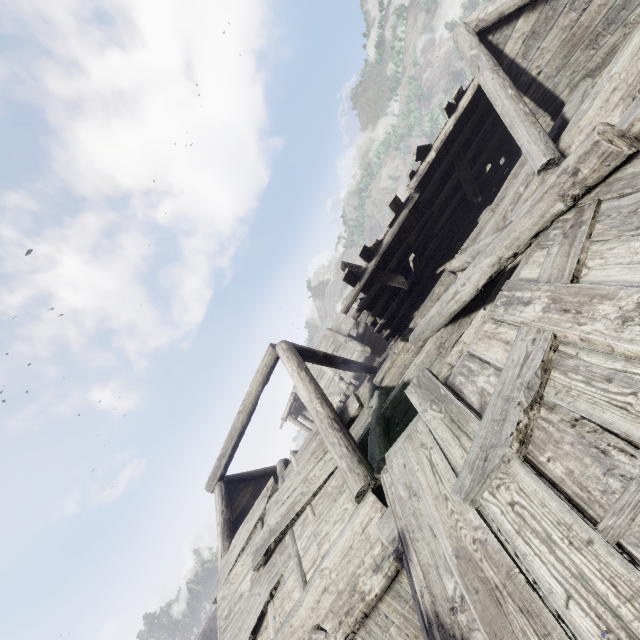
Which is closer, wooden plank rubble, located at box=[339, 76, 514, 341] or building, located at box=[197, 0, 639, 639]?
building, located at box=[197, 0, 639, 639]

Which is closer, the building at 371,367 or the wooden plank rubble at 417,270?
the building at 371,367

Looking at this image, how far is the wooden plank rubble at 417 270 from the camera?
8.9 meters

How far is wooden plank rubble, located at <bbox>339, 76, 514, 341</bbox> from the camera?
8.85m

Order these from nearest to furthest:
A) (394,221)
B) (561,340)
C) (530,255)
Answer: (561,340), (530,255), (394,221)
